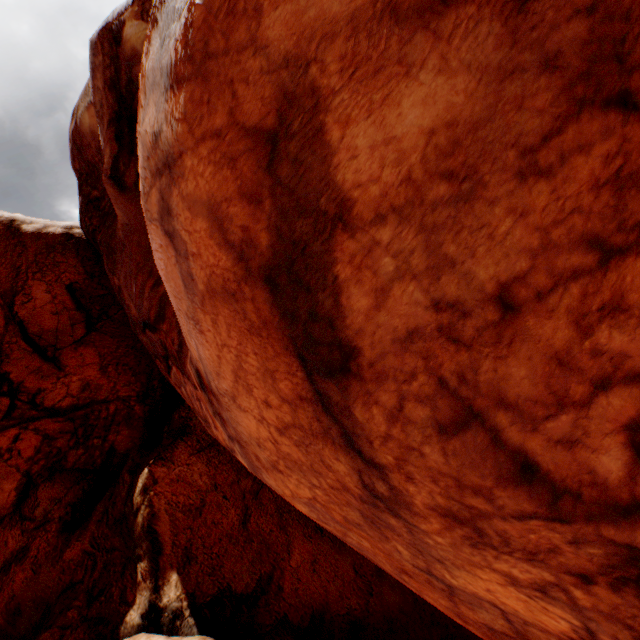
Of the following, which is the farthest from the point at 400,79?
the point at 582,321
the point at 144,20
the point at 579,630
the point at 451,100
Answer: the point at 144,20
